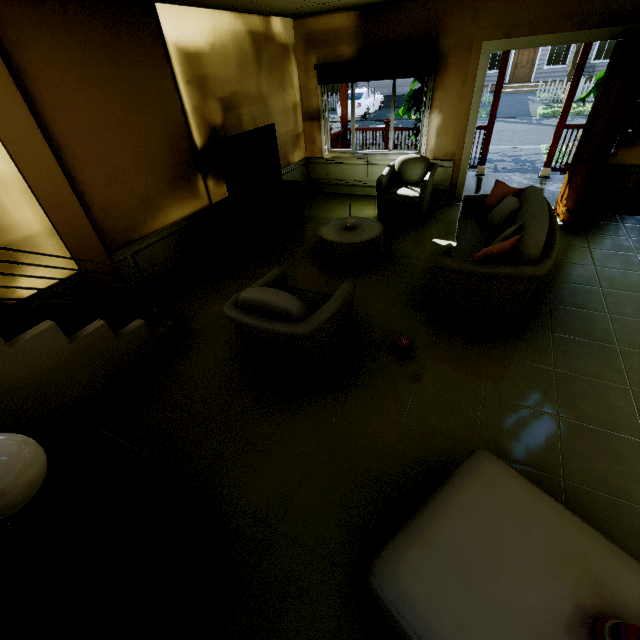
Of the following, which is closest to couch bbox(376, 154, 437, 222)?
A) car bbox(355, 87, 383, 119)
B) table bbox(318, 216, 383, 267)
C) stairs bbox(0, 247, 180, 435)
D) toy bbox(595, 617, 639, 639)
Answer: table bbox(318, 216, 383, 267)

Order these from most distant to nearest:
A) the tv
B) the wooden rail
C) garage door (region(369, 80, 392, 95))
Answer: garage door (region(369, 80, 392, 95)) → the wooden rail → the tv

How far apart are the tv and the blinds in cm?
161

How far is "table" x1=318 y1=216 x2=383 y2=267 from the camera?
4.1m

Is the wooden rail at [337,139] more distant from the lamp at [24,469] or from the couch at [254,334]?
the lamp at [24,469]

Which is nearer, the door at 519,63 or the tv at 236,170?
→ the tv at 236,170

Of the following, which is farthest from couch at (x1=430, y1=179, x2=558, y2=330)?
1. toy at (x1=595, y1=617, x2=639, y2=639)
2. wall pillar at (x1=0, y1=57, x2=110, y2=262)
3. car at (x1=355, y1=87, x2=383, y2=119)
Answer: car at (x1=355, y1=87, x2=383, y2=119)

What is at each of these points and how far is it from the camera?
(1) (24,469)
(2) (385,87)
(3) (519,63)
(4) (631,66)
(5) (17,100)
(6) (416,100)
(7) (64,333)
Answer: (1) lamp, 1.2m
(2) garage door, 23.0m
(3) door, 22.8m
(4) door, 3.6m
(5) wall pillar, 2.6m
(6) plant, 5.8m
(7) stairs, 2.6m
